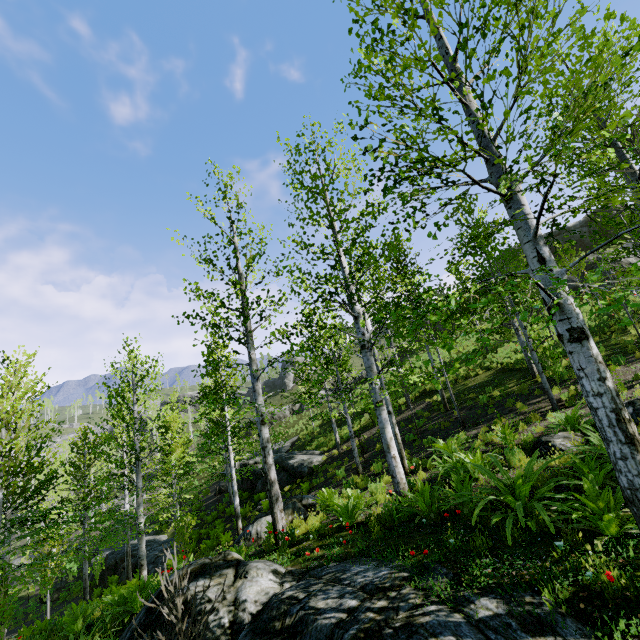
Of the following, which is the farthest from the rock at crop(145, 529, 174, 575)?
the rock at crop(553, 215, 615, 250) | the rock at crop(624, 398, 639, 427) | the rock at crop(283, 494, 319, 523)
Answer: the rock at crop(553, 215, 615, 250)

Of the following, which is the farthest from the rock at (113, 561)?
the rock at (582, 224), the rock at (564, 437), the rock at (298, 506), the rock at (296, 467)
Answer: the rock at (582, 224)

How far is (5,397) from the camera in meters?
10.9 m

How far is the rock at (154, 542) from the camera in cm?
1847

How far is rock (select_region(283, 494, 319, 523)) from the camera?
10.8 meters

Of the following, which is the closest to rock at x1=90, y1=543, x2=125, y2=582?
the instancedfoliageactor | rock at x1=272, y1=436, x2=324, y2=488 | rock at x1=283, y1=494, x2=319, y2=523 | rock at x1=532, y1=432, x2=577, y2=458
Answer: rock at x1=272, y1=436, x2=324, y2=488

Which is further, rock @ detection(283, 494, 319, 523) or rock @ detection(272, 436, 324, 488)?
rock @ detection(272, 436, 324, 488)

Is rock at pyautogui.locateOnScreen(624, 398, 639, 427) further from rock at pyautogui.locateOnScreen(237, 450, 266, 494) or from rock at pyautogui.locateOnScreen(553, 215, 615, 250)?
rock at pyautogui.locateOnScreen(553, 215, 615, 250)
